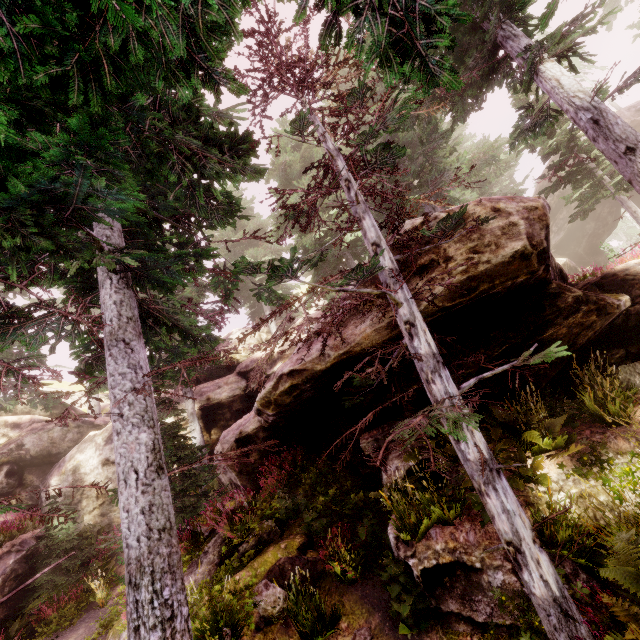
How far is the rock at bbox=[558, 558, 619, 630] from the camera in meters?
4.4

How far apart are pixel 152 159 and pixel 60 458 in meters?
21.8

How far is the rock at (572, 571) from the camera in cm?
436

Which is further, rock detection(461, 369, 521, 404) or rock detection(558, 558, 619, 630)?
rock detection(461, 369, 521, 404)

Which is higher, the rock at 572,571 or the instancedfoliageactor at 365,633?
the rock at 572,571
